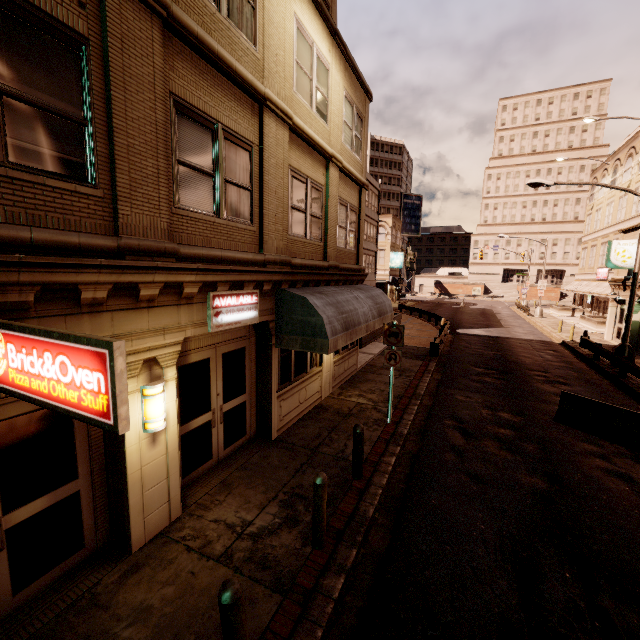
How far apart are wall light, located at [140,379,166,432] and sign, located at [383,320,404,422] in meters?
6.1

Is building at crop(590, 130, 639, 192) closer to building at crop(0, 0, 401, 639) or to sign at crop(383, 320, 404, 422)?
building at crop(0, 0, 401, 639)

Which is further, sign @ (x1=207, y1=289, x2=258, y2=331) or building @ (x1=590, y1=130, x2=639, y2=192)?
building @ (x1=590, y1=130, x2=639, y2=192)

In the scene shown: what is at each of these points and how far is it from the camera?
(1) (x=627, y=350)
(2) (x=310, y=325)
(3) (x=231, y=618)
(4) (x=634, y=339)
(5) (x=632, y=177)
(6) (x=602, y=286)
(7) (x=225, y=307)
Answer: (1) street light, 16.31m
(2) awning, 7.69m
(3) bollard, 3.20m
(4) building, 20.89m
(5) building, 30.83m
(6) awning, 33.31m
(7) sign, 6.31m

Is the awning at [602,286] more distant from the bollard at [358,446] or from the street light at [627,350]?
the bollard at [358,446]

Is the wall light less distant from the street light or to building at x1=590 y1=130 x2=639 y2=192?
the street light

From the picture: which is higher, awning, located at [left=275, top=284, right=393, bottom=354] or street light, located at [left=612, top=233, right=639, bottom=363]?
awning, located at [left=275, top=284, right=393, bottom=354]

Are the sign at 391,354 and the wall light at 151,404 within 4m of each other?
no
